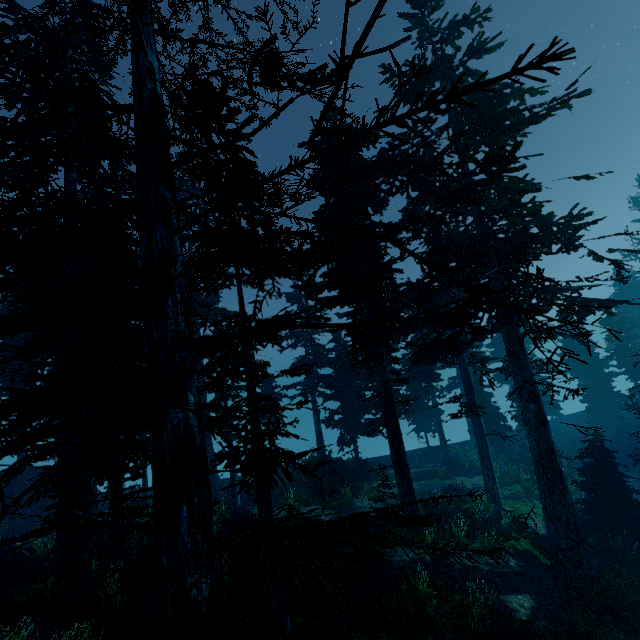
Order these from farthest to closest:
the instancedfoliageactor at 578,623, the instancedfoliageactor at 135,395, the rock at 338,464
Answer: the rock at 338,464, the instancedfoliageactor at 578,623, the instancedfoliageactor at 135,395

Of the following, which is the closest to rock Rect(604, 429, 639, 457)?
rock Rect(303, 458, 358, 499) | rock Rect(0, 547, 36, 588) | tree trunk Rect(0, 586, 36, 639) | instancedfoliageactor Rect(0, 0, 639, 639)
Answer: instancedfoliageactor Rect(0, 0, 639, 639)

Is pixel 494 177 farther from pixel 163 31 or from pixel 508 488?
pixel 508 488

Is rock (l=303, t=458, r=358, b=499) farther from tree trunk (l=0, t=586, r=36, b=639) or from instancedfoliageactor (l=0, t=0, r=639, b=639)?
tree trunk (l=0, t=586, r=36, b=639)

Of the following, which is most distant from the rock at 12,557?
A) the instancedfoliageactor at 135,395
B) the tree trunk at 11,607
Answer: the tree trunk at 11,607

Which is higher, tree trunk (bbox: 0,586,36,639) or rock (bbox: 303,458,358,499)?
tree trunk (bbox: 0,586,36,639)

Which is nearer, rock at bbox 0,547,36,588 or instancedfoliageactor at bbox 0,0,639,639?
instancedfoliageactor at bbox 0,0,639,639

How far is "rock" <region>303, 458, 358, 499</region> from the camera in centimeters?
2100cm
